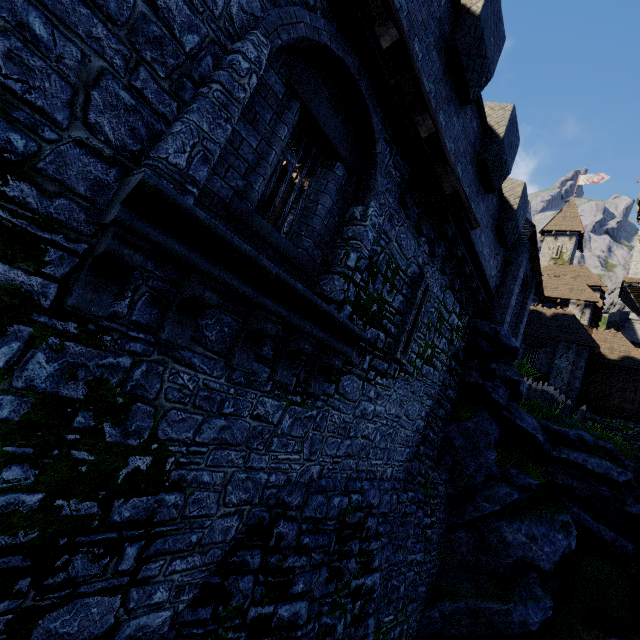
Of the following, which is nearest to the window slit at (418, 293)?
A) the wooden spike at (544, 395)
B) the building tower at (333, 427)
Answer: the building tower at (333, 427)

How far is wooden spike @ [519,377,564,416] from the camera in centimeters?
1805cm

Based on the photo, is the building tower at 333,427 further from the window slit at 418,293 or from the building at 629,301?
the building at 629,301

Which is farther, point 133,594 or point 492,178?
point 492,178

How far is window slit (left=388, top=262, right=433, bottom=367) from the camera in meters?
7.8 m

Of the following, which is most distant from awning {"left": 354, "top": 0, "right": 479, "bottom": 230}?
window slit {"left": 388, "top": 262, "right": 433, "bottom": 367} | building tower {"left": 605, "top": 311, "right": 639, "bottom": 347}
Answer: building tower {"left": 605, "top": 311, "right": 639, "bottom": 347}

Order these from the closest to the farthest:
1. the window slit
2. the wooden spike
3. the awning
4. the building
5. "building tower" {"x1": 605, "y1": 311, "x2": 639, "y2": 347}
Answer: the awning → the window slit → the wooden spike → "building tower" {"x1": 605, "y1": 311, "x2": 639, "y2": 347} → the building

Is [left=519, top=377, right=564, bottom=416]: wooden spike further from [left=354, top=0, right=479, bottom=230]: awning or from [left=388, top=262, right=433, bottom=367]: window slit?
[left=354, top=0, right=479, bottom=230]: awning
